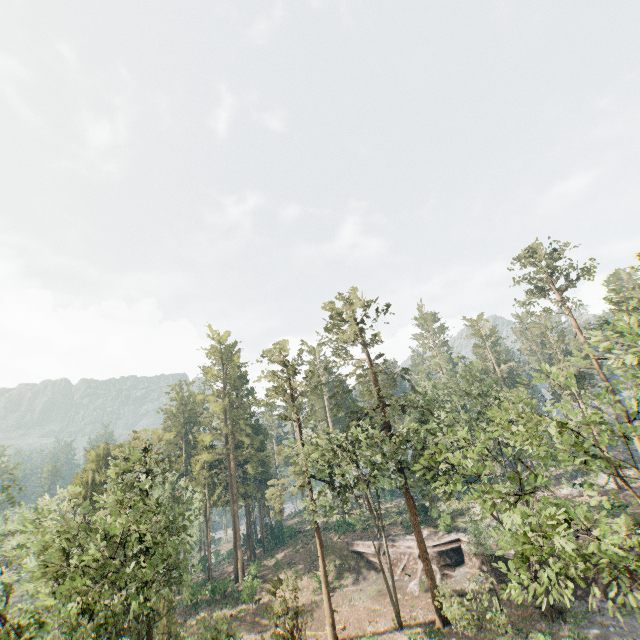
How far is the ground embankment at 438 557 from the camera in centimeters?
3428cm

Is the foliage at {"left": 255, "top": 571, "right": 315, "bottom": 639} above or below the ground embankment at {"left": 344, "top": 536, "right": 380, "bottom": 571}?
above

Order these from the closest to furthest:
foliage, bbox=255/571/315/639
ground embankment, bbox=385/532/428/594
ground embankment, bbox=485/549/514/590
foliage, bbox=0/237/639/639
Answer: foliage, bbox=0/237/639/639 < foliage, bbox=255/571/315/639 < ground embankment, bbox=485/549/514/590 < ground embankment, bbox=385/532/428/594

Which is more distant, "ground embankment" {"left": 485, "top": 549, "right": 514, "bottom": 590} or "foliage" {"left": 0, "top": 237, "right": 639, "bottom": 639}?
"ground embankment" {"left": 485, "top": 549, "right": 514, "bottom": 590}

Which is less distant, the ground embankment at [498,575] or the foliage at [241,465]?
the foliage at [241,465]

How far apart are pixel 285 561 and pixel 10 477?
36.1m

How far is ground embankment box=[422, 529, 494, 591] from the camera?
34.3m
